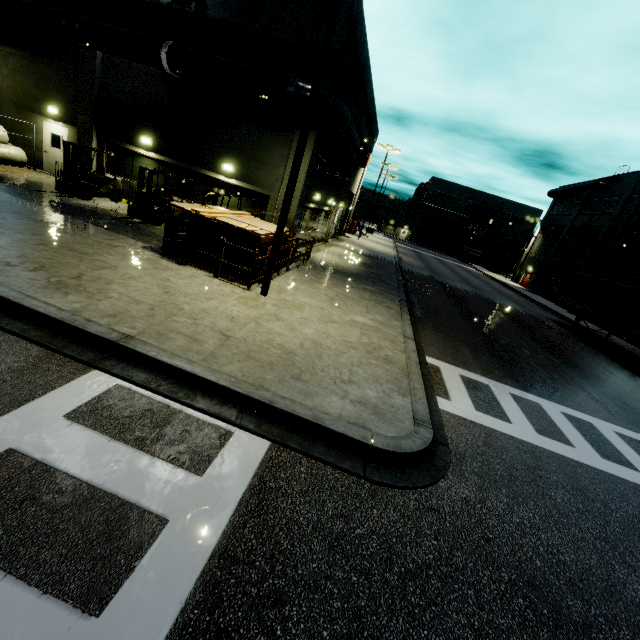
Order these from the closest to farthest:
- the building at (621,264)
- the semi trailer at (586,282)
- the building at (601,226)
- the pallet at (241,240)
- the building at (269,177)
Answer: the pallet at (241,240)
the building at (269,177)
the semi trailer at (586,282)
the building at (621,264)
the building at (601,226)

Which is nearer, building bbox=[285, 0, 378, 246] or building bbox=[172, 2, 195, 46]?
building bbox=[285, 0, 378, 246]

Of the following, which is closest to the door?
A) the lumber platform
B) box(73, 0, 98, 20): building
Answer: box(73, 0, 98, 20): building

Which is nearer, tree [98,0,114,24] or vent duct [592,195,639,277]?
tree [98,0,114,24]

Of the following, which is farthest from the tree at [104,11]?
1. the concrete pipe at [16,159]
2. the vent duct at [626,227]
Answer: the vent duct at [626,227]

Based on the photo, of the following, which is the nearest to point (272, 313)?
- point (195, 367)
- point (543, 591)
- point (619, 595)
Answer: point (195, 367)

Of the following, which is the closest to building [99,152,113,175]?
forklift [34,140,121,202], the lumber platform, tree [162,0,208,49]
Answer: tree [162,0,208,49]

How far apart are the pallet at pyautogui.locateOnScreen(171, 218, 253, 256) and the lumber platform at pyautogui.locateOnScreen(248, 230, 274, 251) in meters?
0.2 m
